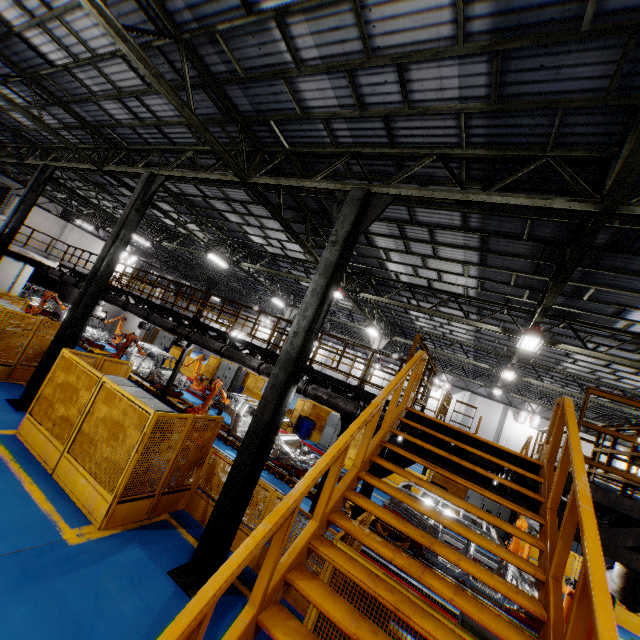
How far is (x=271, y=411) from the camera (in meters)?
5.89

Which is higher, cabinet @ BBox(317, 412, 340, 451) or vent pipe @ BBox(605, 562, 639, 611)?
vent pipe @ BBox(605, 562, 639, 611)

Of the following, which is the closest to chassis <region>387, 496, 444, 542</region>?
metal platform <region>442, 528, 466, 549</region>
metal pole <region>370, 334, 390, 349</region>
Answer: metal platform <region>442, 528, 466, 549</region>

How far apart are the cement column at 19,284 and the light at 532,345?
29.6 meters

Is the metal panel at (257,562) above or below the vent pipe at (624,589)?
below

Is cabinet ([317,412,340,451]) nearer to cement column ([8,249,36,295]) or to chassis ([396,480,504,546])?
chassis ([396,480,504,546])

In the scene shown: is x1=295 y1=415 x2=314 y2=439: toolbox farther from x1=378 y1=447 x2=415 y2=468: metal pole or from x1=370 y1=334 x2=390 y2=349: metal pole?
x1=378 y1=447 x2=415 y2=468: metal pole

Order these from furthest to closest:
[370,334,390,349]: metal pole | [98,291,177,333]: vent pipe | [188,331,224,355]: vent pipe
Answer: [370,334,390,349]: metal pole < [98,291,177,333]: vent pipe < [188,331,224,355]: vent pipe
